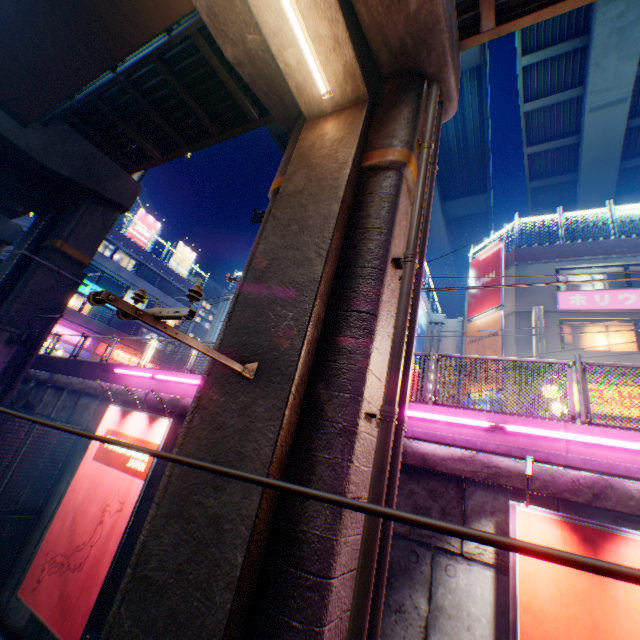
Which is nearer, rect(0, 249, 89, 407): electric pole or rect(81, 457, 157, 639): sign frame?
rect(81, 457, 157, 639): sign frame

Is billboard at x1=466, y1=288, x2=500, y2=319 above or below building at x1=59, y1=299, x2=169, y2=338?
above

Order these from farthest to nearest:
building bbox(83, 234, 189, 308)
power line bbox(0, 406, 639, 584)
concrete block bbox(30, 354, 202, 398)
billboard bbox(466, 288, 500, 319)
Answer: building bbox(83, 234, 189, 308) < billboard bbox(466, 288, 500, 319) < concrete block bbox(30, 354, 202, 398) < power line bbox(0, 406, 639, 584)

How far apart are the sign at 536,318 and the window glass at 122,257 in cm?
3579

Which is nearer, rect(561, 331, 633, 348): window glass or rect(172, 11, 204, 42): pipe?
rect(172, 11, 204, 42): pipe

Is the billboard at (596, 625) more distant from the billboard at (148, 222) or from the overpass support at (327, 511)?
the billboard at (148, 222)

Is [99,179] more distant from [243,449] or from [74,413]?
[243,449]

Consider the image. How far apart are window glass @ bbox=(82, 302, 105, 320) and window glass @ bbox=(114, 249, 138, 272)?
4.4 meters
